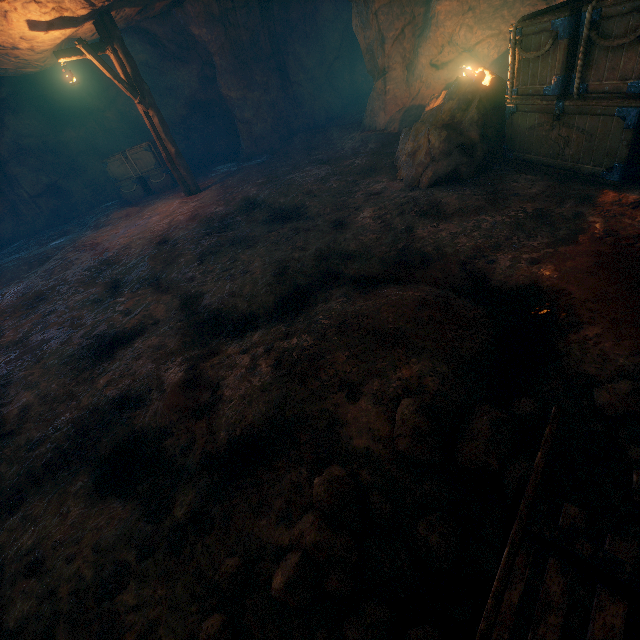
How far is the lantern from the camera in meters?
8.1 m

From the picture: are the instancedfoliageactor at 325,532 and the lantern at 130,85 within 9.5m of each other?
no

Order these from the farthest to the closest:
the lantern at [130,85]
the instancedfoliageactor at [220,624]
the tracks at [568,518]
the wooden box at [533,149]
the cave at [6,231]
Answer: the cave at [6,231], the lantern at [130,85], the wooden box at [533,149], the instancedfoliageactor at [220,624], the tracks at [568,518]

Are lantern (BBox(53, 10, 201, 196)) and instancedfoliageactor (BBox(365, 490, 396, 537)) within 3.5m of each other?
no

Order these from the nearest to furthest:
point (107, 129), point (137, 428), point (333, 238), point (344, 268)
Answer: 1. point (137, 428)
2. point (344, 268)
3. point (333, 238)
4. point (107, 129)

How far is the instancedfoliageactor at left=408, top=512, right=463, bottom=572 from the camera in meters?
1.6

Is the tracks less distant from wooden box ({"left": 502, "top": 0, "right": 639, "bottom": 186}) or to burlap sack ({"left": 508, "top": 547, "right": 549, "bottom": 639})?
burlap sack ({"left": 508, "top": 547, "right": 549, "bottom": 639})

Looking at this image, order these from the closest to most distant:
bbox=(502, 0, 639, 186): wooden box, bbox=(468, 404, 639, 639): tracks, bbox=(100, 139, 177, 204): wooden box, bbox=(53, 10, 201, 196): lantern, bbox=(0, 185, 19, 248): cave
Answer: bbox=(468, 404, 639, 639): tracks < bbox=(502, 0, 639, 186): wooden box < bbox=(53, 10, 201, 196): lantern < bbox=(100, 139, 177, 204): wooden box < bbox=(0, 185, 19, 248): cave
